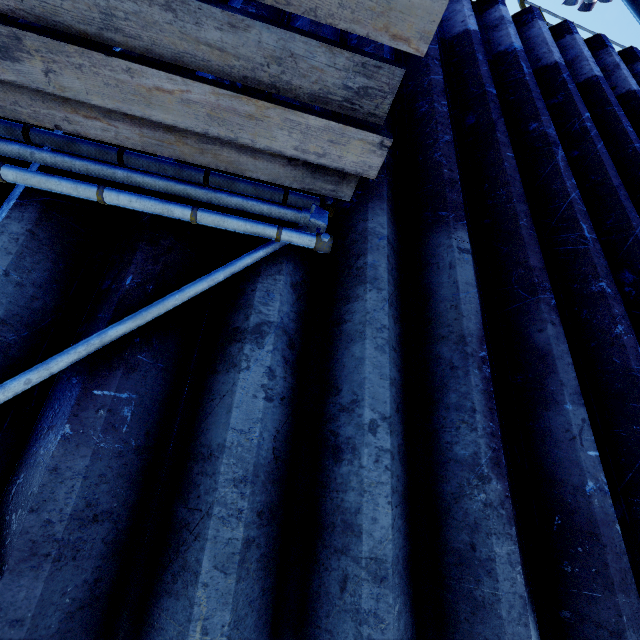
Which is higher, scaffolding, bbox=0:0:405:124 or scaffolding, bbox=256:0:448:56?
scaffolding, bbox=256:0:448:56

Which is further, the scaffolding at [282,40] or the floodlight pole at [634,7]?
the floodlight pole at [634,7]

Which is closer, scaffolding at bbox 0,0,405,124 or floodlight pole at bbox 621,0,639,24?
scaffolding at bbox 0,0,405,124

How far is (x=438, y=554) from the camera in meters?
1.2
